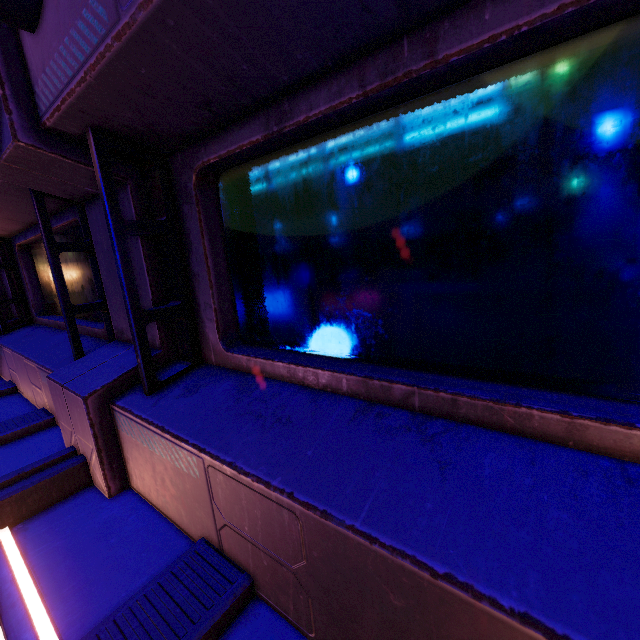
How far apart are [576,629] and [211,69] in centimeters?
203cm
